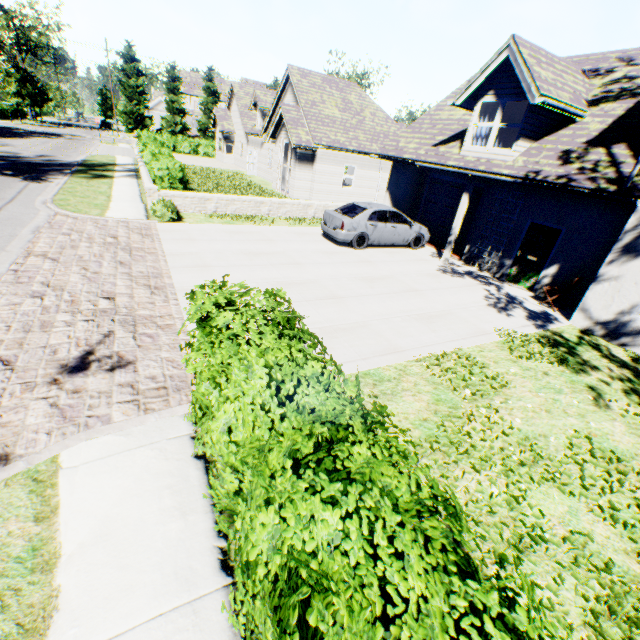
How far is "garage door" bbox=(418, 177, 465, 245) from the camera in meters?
14.9 m

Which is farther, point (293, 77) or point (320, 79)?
point (320, 79)

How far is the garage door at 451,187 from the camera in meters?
Answer: 14.9 m

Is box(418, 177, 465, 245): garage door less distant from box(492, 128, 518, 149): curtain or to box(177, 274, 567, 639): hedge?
box(492, 128, 518, 149): curtain

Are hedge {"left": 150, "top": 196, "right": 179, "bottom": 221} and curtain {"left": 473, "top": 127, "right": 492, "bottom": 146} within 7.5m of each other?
no

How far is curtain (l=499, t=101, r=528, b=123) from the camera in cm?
1012

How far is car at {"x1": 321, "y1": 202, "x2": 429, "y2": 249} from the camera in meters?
12.2 m

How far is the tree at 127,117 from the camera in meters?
46.1 m
